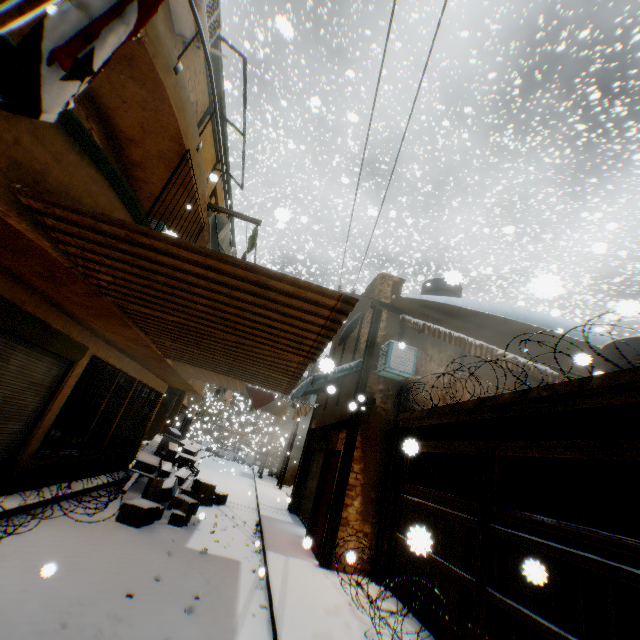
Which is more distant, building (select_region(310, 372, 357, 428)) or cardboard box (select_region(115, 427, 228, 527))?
building (select_region(310, 372, 357, 428))

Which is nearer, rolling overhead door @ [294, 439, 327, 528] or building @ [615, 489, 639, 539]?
building @ [615, 489, 639, 539]

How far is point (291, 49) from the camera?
22.08m

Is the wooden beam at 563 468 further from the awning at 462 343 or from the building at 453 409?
the awning at 462 343

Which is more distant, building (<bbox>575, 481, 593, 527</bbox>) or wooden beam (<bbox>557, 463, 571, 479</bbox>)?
building (<bbox>575, 481, 593, 527</bbox>)

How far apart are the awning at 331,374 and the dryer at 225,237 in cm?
271

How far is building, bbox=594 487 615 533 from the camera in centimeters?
816cm

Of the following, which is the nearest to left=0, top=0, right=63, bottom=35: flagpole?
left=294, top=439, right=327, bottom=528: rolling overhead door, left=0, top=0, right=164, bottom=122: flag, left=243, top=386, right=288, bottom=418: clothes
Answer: left=0, top=0, right=164, bottom=122: flag
